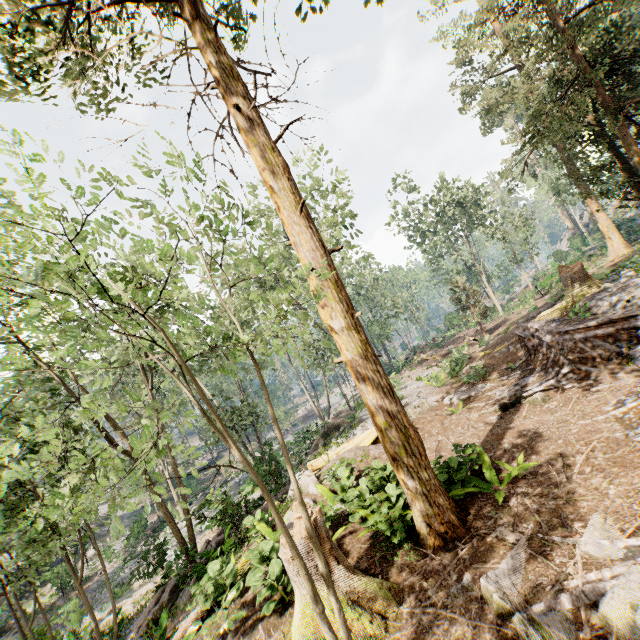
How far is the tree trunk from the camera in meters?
12.5

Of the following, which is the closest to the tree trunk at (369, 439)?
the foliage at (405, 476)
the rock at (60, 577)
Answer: the foliage at (405, 476)

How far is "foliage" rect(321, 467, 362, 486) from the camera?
9.20m

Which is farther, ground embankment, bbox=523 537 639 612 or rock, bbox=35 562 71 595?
rock, bbox=35 562 71 595

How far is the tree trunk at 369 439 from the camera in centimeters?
1246cm

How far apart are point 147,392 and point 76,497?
24.9m

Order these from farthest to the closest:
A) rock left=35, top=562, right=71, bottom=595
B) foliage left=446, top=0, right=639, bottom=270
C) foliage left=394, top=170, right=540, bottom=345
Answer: foliage left=394, top=170, right=540, bottom=345
rock left=35, top=562, right=71, bottom=595
foliage left=446, top=0, right=639, bottom=270
